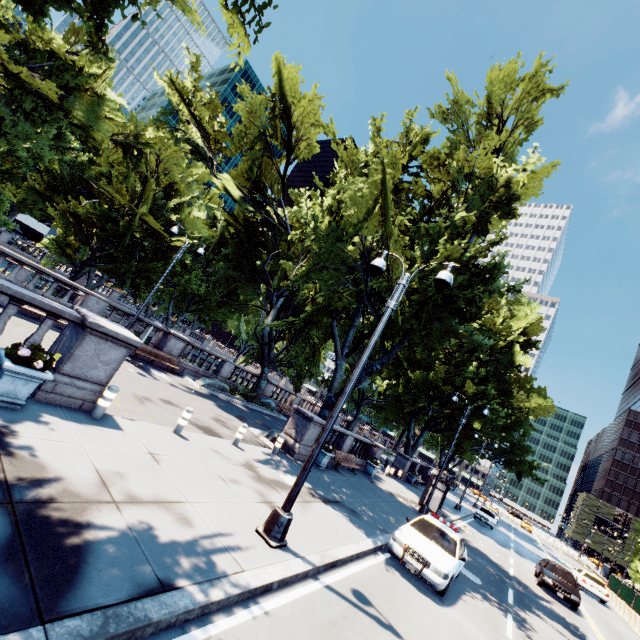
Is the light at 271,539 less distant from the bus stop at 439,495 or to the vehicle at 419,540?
the vehicle at 419,540

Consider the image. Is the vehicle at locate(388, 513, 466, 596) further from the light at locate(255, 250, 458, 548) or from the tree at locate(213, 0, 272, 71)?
the tree at locate(213, 0, 272, 71)

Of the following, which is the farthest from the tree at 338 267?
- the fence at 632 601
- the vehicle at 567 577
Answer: the fence at 632 601

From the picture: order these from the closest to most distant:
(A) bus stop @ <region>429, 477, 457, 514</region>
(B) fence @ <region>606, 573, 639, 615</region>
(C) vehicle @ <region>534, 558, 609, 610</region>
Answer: (C) vehicle @ <region>534, 558, 609, 610</region>, (A) bus stop @ <region>429, 477, 457, 514</region>, (B) fence @ <region>606, 573, 639, 615</region>

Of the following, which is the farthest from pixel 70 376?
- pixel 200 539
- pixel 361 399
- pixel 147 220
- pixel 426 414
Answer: pixel 426 414

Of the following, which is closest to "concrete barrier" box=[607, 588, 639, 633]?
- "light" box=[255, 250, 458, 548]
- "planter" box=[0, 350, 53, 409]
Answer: "light" box=[255, 250, 458, 548]

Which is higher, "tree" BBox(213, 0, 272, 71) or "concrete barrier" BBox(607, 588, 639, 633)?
"tree" BBox(213, 0, 272, 71)

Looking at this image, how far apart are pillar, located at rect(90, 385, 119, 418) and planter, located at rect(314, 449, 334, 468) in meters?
10.5
